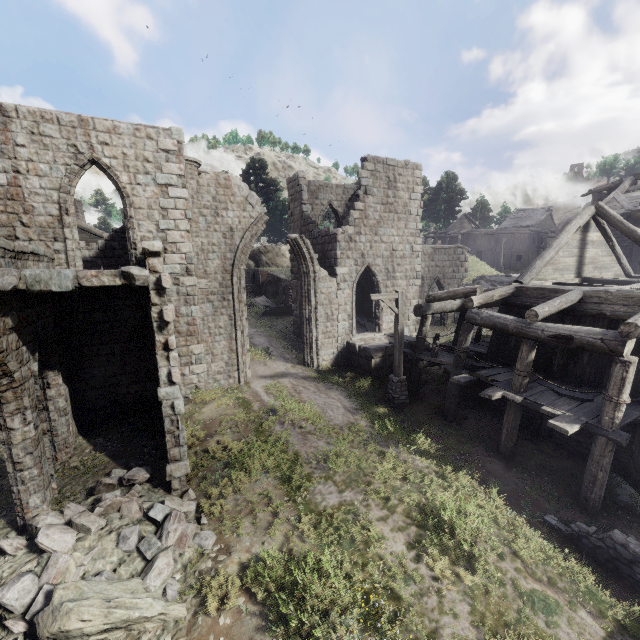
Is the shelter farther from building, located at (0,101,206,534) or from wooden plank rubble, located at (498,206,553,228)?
wooden plank rubble, located at (498,206,553,228)

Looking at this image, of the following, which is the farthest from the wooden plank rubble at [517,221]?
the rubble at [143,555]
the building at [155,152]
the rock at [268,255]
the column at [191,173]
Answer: the rubble at [143,555]

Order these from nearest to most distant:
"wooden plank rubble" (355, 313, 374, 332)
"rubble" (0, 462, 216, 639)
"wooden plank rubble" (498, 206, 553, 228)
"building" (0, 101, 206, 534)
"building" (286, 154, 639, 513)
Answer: "rubble" (0, 462, 216, 639)
"building" (0, 101, 206, 534)
"building" (286, 154, 639, 513)
"wooden plank rubble" (355, 313, 374, 332)
"wooden plank rubble" (498, 206, 553, 228)

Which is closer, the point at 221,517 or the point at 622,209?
the point at 221,517

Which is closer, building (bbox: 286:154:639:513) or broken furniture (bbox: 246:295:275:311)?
building (bbox: 286:154:639:513)

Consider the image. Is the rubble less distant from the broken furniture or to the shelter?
the shelter

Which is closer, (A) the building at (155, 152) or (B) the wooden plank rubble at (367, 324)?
(A) the building at (155, 152)

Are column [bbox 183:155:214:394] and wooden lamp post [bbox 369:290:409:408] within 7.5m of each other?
yes
